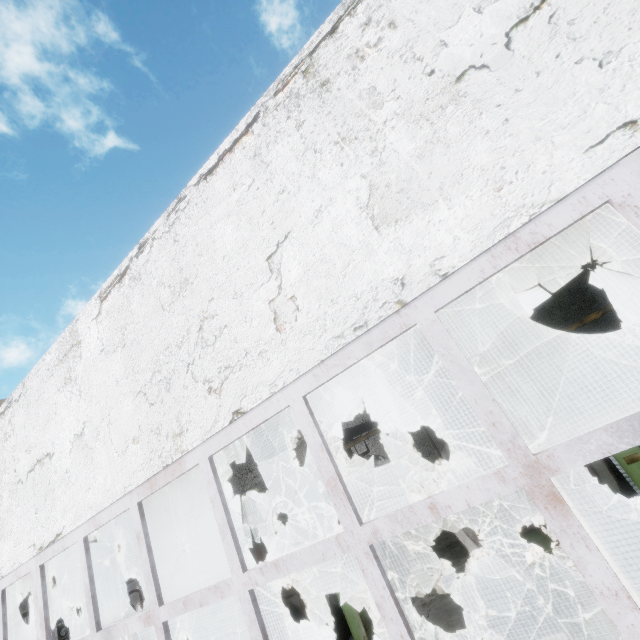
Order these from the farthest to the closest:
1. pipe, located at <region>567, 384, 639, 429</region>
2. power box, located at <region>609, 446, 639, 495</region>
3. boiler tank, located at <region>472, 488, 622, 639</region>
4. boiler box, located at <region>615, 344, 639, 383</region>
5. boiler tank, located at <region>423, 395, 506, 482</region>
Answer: pipe, located at <region>567, 384, 639, 429</region>
boiler box, located at <region>615, 344, 639, 383</region>
boiler tank, located at <region>423, 395, 506, 482</region>
power box, located at <region>609, 446, 639, 495</region>
boiler tank, located at <region>472, 488, 622, 639</region>

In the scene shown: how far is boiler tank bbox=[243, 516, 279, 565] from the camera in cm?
1022

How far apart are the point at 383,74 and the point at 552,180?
1.7m

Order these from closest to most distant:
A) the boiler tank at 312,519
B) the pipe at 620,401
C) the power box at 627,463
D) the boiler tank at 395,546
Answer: the power box at 627,463
the boiler tank at 312,519
the boiler tank at 395,546
the pipe at 620,401

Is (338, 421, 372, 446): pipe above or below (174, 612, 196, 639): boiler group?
above

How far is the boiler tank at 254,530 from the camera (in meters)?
10.22

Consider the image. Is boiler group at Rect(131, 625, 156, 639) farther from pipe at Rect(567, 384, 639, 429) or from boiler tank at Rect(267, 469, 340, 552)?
pipe at Rect(567, 384, 639, 429)
